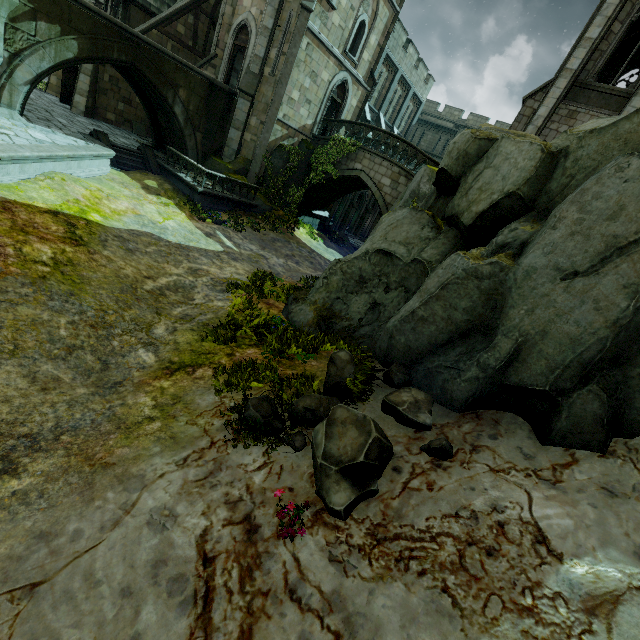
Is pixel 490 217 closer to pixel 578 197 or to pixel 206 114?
pixel 578 197

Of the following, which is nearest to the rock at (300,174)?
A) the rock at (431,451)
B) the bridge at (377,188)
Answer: the bridge at (377,188)

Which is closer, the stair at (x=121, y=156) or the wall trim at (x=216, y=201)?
the stair at (x=121, y=156)

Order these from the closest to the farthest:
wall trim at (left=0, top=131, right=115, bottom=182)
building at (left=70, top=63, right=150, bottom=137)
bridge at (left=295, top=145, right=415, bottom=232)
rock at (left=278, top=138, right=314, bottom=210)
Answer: wall trim at (left=0, top=131, right=115, bottom=182) → bridge at (left=295, top=145, right=415, bottom=232) → building at (left=70, top=63, right=150, bottom=137) → rock at (left=278, top=138, right=314, bottom=210)

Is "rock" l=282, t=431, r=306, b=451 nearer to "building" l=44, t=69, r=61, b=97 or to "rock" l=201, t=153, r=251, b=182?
"building" l=44, t=69, r=61, b=97

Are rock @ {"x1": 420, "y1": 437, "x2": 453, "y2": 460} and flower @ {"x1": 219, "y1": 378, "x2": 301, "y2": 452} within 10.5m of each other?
yes

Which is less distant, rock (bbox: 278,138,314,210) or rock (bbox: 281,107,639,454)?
rock (bbox: 281,107,639,454)

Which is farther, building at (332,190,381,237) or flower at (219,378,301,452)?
building at (332,190,381,237)
